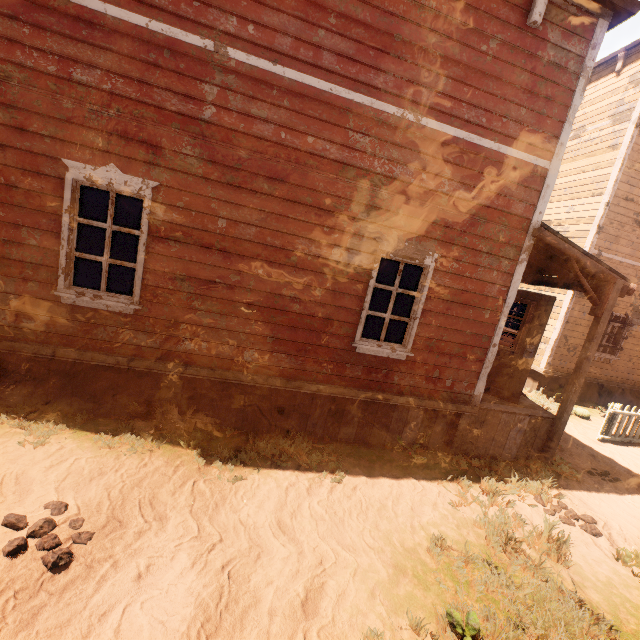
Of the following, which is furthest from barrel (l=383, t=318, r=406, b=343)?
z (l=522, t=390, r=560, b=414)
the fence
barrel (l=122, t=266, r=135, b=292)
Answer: the fence

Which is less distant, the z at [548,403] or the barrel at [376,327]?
the barrel at [376,327]

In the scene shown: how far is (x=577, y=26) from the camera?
4.48m

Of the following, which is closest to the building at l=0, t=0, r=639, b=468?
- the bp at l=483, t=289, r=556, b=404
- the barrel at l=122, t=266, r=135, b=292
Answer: the bp at l=483, t=289, r=556, b=404

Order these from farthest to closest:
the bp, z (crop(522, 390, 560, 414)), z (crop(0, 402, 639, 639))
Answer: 1. z (crop(522, 390, 560, 414))
2. the bp
3. z (crop(0, 402, 639, 639))

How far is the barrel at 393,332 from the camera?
6.15m

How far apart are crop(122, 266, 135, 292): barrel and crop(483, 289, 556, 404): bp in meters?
7.1

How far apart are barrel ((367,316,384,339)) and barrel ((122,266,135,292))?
5.74m
